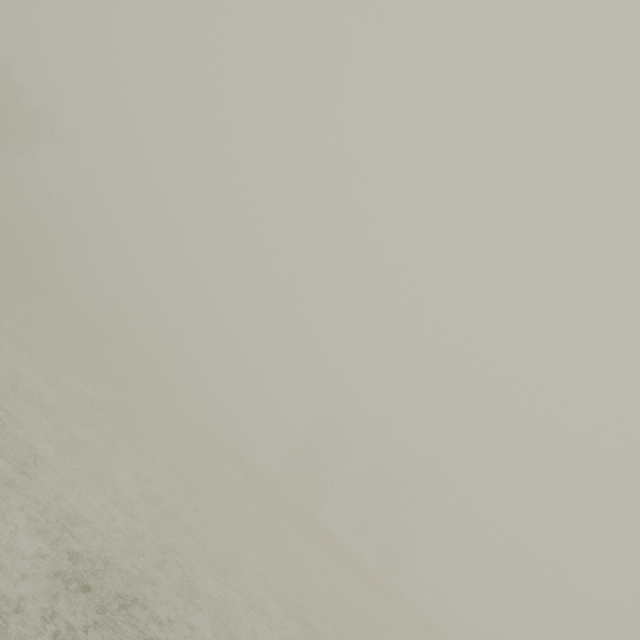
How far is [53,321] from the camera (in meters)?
32.84
